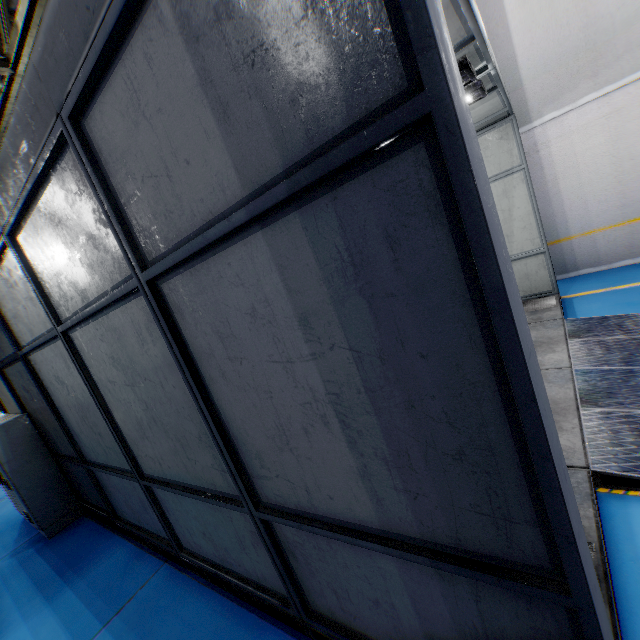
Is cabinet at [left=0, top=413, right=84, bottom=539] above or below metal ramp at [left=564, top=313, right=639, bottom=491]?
above

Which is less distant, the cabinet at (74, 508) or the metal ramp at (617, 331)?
the metal ramp at (617, 331)

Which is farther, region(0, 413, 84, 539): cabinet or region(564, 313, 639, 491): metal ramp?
region(0, 413, 84, 539): cabinet

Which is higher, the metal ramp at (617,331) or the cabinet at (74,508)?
the cabinet at (74,508)

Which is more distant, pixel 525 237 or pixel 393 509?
pixel 525 237
